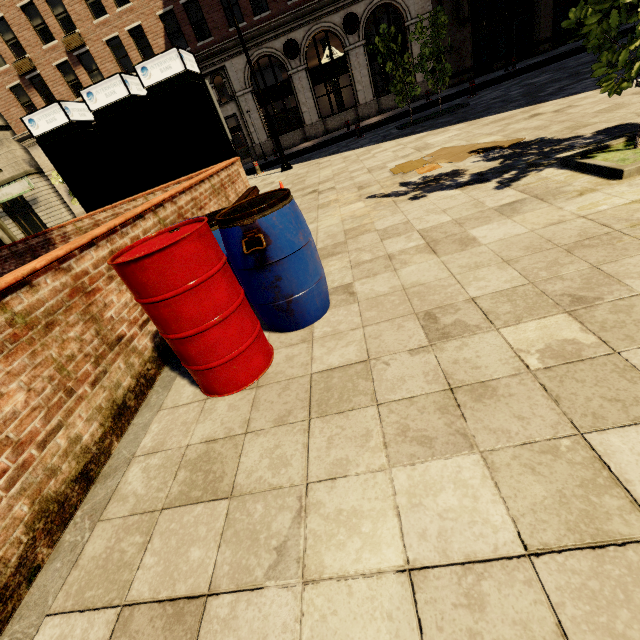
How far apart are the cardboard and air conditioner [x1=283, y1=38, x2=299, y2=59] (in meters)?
19.81

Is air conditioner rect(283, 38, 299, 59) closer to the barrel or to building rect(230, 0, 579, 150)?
building rect(230, 0, 579, 150)

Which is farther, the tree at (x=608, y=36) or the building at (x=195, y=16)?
the building at (x=195, y=16)

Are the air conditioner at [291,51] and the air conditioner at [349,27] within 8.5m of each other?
yes

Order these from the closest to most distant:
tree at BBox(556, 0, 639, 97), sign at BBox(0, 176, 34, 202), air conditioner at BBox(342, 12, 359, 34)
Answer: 1. tree at BBox(556, 0, 639, 97)
2. air conditioner at BBox(342, 12, 359, 34)
3. sign at BBox(0, 176, 34, 202)

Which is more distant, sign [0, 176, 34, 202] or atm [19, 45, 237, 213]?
A: sign [0, 176, 34, 202]

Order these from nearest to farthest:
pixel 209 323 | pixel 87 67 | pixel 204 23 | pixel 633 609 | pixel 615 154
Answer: pixel 633 609 < pixel 209 323 < pixel 615 154 < pixel 87 67 < pixel 204 23

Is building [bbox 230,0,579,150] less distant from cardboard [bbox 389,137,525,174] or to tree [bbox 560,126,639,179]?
tree [bbox 560,126,639,179]
